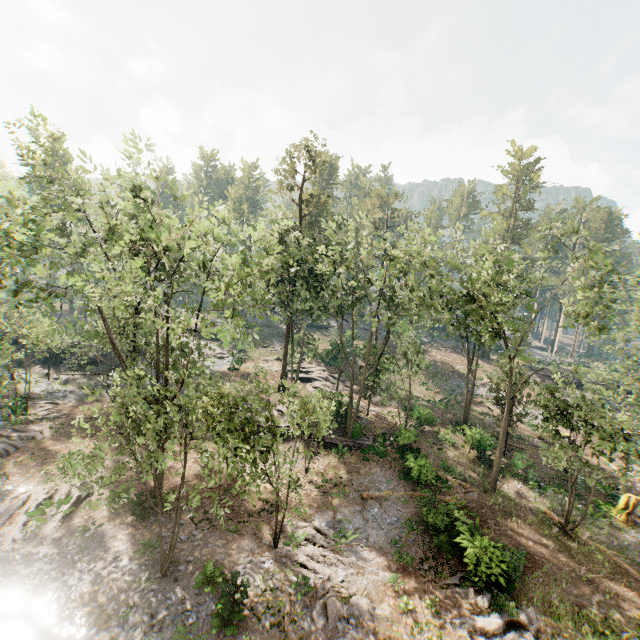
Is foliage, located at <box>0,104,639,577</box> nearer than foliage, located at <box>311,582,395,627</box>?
No

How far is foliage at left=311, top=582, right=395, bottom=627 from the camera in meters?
14.1 m

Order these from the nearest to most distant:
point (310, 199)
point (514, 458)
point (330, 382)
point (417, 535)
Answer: point (417, 535)
point (514, 458)
point (330, 382)
point (310, 199)

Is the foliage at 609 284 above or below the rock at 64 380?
above

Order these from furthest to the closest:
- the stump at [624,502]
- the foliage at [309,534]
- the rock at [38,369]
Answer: the rock at [38,369] < the stump at [624,502] < the foliage at [309,534]

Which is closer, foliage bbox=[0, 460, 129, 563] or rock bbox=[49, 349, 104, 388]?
foliage bbox=[0, 460, 129, 563]

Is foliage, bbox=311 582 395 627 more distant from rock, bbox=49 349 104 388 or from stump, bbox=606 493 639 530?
stump, bbox=606 493 639 530
